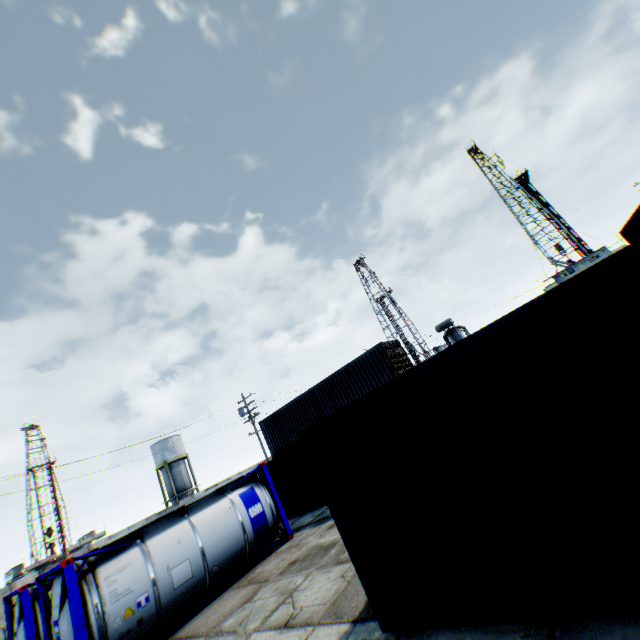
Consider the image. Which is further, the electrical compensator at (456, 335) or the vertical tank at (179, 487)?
the vertical tank at (179, 487)

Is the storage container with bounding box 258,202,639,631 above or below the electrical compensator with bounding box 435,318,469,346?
below

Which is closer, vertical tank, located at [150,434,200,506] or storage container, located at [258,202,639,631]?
storage container, located at [258,202,639,631]

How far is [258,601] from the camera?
8.06m

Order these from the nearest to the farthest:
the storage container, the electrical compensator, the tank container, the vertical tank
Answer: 1. the storage container
2. the tank container
3. the electrical compensator
4. the vertical tank

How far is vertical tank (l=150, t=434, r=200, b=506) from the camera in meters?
42.8 m

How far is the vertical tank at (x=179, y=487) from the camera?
42.8m

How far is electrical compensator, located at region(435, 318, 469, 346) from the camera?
32.3m
